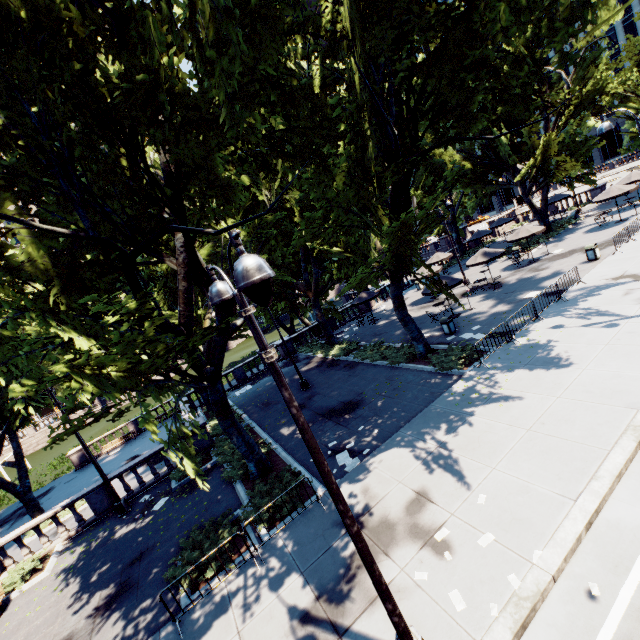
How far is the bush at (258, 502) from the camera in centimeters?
971cm

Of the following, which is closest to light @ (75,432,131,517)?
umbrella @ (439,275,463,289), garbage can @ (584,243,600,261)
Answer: umbrella @ (439,275,463,289)

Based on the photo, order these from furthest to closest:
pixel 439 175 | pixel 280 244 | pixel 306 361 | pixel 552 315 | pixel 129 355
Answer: pixel 439 175 < pixel 280 244 < pixel 306 361 < pixel 552 315 < pixel 129 355

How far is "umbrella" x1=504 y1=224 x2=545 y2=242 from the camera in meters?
24.7 m

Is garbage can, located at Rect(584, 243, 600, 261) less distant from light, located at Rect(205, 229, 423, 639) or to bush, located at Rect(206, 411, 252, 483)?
light, located at Rect(205, 229, 423, 639)

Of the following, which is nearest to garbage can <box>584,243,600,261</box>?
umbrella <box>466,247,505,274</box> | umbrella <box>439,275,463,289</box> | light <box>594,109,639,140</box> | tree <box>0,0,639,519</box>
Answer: umbrella <box>466,247,505,274</box>

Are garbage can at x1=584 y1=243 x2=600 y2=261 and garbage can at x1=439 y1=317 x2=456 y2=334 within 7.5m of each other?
no

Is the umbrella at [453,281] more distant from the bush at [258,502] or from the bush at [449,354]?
the bush at [258,502]
